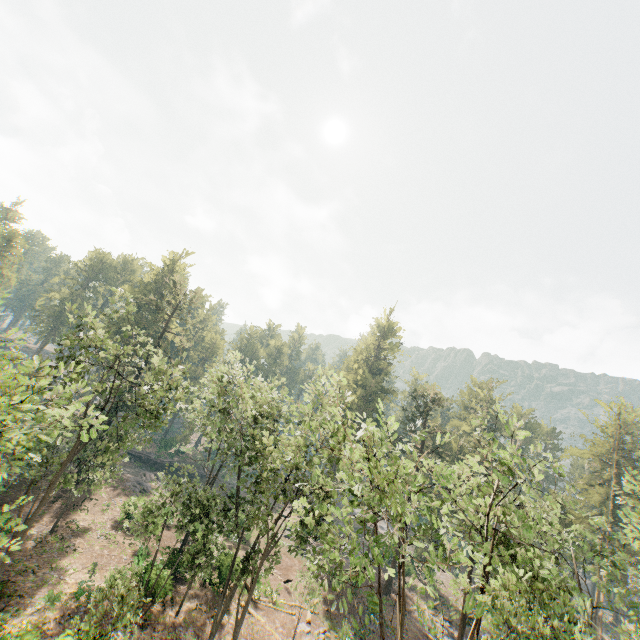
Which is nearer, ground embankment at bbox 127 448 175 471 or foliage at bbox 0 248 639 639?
foliage at bbox 0 248 639 639

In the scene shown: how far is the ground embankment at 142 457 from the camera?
50.47m

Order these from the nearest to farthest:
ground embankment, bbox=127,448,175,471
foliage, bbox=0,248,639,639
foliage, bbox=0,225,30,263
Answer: foliage, bbox=0,248,639,639 < ground embankment, bbox=127,448,175,471 < foliage, bbox=0,225,30,263

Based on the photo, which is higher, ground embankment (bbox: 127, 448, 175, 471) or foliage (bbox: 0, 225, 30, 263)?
foliage (bbox: 0, 225, 30, 263)

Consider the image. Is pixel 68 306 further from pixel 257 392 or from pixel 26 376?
pixel 257 392

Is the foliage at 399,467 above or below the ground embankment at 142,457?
above

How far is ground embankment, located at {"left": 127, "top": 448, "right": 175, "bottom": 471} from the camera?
50.5m
